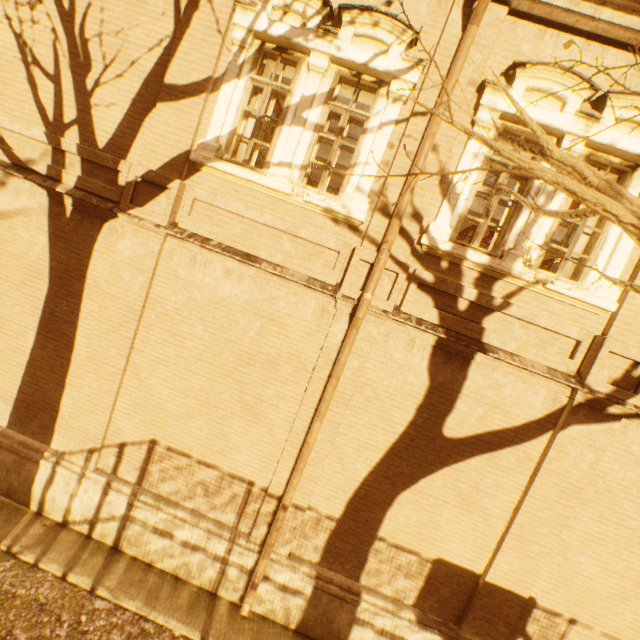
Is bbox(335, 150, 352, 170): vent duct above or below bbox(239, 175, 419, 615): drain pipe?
above

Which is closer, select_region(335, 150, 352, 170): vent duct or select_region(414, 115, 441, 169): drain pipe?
select_region(414, 115, 441, 169): drain pipe

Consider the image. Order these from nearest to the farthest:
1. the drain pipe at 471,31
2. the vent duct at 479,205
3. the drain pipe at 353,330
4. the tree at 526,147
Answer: the tree at 526,147
the drain pipe at 471,31
the drain pipe at 353,330
the vent duct at 479,205

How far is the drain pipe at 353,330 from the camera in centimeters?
488cm

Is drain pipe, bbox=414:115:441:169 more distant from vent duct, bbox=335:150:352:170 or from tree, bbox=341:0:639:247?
vent duct, bbox=335:150:352:170

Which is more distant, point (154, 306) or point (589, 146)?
point (154, 306)

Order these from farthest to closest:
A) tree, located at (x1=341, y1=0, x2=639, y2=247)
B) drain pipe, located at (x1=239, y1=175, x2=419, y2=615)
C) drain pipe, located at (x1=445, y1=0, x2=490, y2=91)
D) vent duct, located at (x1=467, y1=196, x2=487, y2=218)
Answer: vent duct, located at (x1=467, y1=196, x2=487, y2=218), drain pipe, located at (x1=239, y1=175, x2=419, y2=615), drain pipe, located at (x1=445, y1=0, x2=490, y2=91), tree, located at (x1=341, y1=0, x2=639, y2=247)
